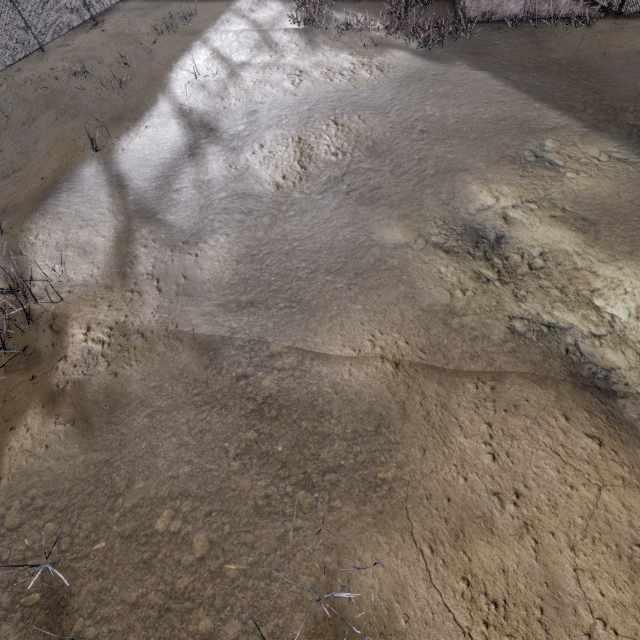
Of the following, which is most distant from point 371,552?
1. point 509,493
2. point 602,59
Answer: point 602,59
